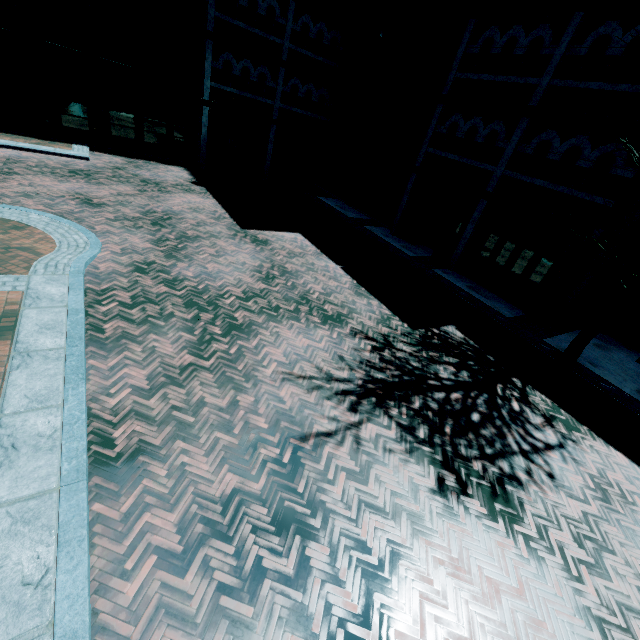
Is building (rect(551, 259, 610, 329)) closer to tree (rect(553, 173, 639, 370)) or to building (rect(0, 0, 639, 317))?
building (rect(0, 0, 639, 317))

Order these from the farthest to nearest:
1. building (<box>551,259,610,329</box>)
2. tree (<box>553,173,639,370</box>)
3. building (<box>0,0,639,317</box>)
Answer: building (<box>551,259,610,329</box>)
building (<box>0,0,639,317</box>)
tree (<box>553,173,639,370</box>)

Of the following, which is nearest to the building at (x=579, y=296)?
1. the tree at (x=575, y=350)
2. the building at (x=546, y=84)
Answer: the building at (x=546, y=84)

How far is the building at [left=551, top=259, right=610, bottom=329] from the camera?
11.3m

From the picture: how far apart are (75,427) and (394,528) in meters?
4.4

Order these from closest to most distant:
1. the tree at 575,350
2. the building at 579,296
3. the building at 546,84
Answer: the tree at 575,350 < the building at 546,84 < the building at 579,296

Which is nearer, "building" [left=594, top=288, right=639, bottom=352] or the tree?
the tree
